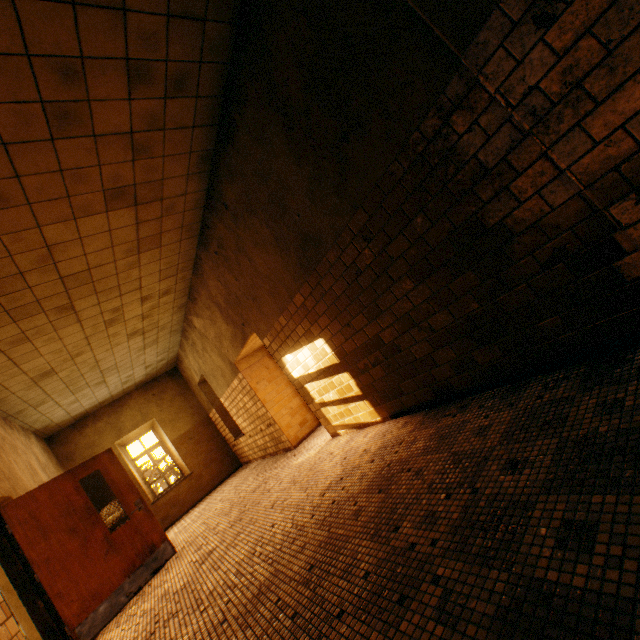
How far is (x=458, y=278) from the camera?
2.56m
